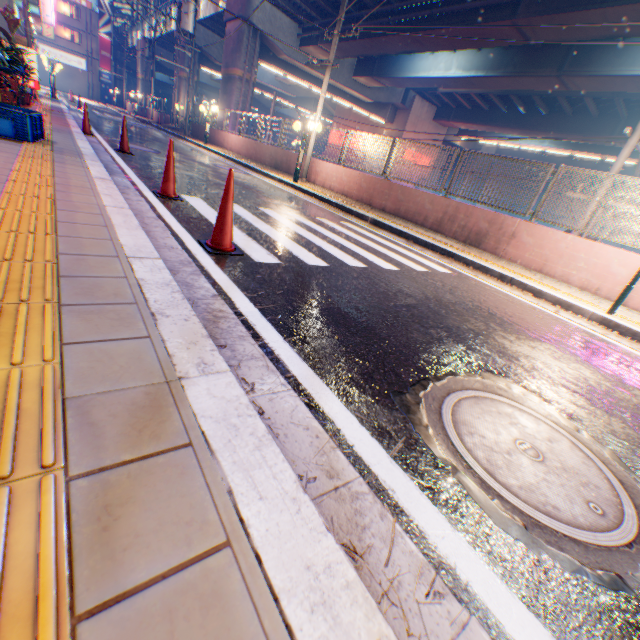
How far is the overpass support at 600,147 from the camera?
24.9 meters

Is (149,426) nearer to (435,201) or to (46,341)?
(46,341)

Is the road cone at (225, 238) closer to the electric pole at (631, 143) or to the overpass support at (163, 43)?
the electric pole at (631, 143)

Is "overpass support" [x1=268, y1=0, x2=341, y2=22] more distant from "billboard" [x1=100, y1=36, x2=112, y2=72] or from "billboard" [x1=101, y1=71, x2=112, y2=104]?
"billboard" [x1=101, y1=71, x2=112, y2=104]

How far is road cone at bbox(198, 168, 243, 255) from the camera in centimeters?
332cm

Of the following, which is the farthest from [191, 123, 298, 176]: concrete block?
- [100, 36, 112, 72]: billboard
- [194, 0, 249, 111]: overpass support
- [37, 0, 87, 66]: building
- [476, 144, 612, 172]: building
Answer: [100, 36, 112, 72]: billboard

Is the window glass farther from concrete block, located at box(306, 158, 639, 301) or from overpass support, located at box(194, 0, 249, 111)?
concrete block, located at box(306, 158, 639, 301)

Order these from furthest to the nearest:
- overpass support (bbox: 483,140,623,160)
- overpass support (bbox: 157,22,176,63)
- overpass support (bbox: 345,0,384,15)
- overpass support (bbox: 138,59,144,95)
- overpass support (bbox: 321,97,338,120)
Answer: overpass support (bbox: 138,59,144,95) → overpass support (bbox: 321,97,338,120) → overpass support (bbox: 157,22,176,63) → overpass support (bbox: 483,140,623,160) → overpass support (bbox: 345,0,384,15)
